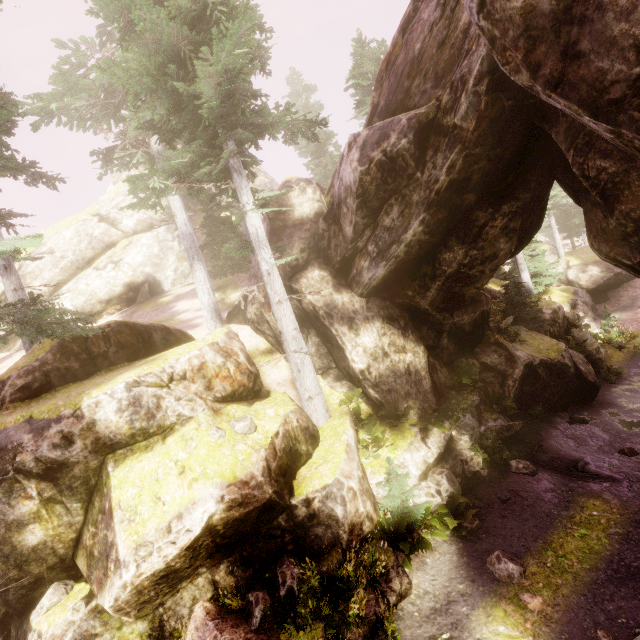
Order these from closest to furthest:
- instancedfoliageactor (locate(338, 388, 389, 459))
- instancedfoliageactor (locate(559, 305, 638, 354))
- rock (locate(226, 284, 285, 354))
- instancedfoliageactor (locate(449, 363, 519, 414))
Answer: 1. instancedfoliageactor (locate(338, 388, 389, 459))
2. instancedfoliageactor (locate(449, 363, 519, 414))
3. rock (locate(226, 284, 285, 354))
4. instancedfoliageactor (locate(559, 305, 638, 354))

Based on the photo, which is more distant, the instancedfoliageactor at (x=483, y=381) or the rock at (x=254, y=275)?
the rock at (x=254, y=275)

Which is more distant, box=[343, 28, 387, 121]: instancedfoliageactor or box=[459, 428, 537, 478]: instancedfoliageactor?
box=[343, 28, 387, 121]: instancedfoliageactor

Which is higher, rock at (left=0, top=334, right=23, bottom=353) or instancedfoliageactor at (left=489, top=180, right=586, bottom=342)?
rock at (left=0, top=334, right=23, bottom=353)

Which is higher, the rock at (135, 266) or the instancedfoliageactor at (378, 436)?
the rock at (135, 266)

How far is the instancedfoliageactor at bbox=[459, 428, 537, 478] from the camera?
11.1 meters

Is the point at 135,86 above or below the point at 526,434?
above
